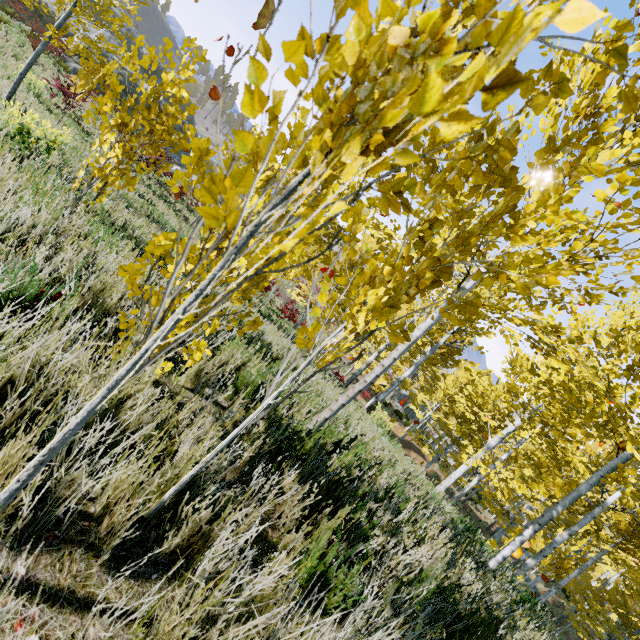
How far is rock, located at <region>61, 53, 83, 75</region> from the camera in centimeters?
1805cm

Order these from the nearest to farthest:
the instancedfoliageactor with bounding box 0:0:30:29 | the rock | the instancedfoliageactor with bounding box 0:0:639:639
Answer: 1. the instancedfoliageactor with bounding box 0:0:639:639
2. the instancedfoliageactor with bounding box 0:0:30:29
3. the rock

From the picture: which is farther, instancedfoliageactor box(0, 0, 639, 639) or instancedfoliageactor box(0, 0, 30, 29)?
instancedfoliageactor box(0, 0, 30, 29)

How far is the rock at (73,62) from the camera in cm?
1805

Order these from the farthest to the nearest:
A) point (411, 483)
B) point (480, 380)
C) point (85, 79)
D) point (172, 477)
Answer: point (480, 380) → point (85, 79) → point (411, 483) → point (172, 477)

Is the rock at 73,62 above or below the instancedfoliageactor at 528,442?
below

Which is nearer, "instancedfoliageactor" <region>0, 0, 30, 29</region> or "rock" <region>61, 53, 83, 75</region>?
"instancedfoliageactor" <region>0, 0, 30, 29</region>
